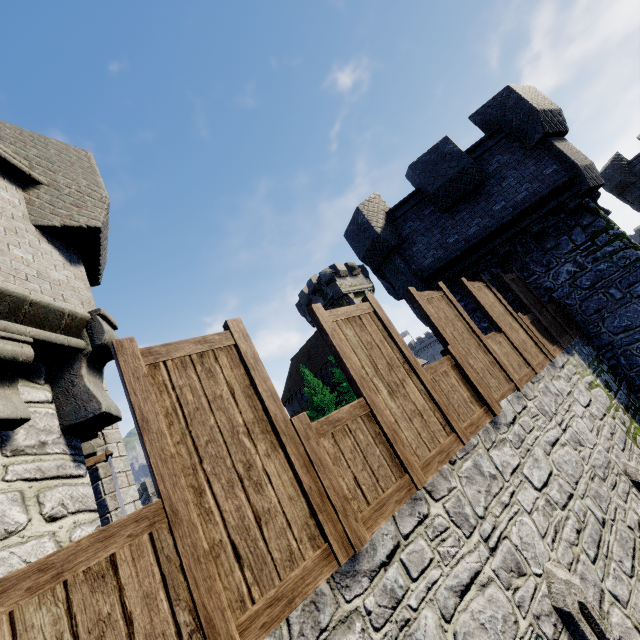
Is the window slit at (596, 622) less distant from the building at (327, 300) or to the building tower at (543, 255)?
the building tower at (543, 255)

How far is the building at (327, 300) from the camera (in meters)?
36.34

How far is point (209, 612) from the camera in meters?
1.9

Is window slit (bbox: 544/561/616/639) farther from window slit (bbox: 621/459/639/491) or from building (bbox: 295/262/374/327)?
building (bbox: 295/262/374/327)

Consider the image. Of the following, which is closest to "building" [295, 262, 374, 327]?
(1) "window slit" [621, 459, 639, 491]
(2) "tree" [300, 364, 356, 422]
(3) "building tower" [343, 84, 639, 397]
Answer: (2) "tree" [300, 364, 356, 422]

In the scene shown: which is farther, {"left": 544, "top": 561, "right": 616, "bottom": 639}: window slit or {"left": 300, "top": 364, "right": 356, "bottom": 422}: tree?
{"left": 300, "top": 364, "right": 356, "bottom": 422}: tree

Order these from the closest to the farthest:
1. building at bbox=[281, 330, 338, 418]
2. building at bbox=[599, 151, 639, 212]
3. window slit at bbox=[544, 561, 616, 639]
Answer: window slit at bbox=[544, 561, 616, 639], building at bbox=[599, 151, 639, 212], building at bbox=[281, 330, 338, 418]

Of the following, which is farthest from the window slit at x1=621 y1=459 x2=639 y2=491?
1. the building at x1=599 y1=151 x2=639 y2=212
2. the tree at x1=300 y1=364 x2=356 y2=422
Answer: the building at x1=599 y1=151 x2=639 y2=212
